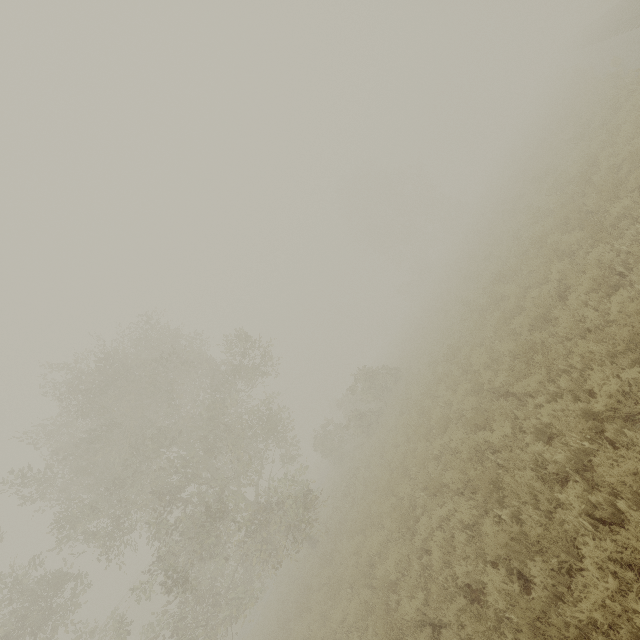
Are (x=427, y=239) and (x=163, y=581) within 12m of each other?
no

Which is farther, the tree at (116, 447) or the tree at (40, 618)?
the tree at (116, 447)

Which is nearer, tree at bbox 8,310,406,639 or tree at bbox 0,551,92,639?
tree at bbox 0,551,92,639
